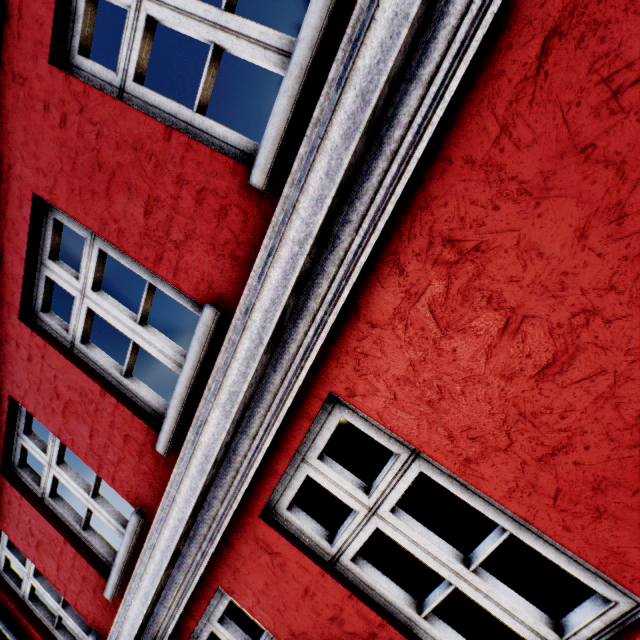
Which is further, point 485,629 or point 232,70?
point 232,70
